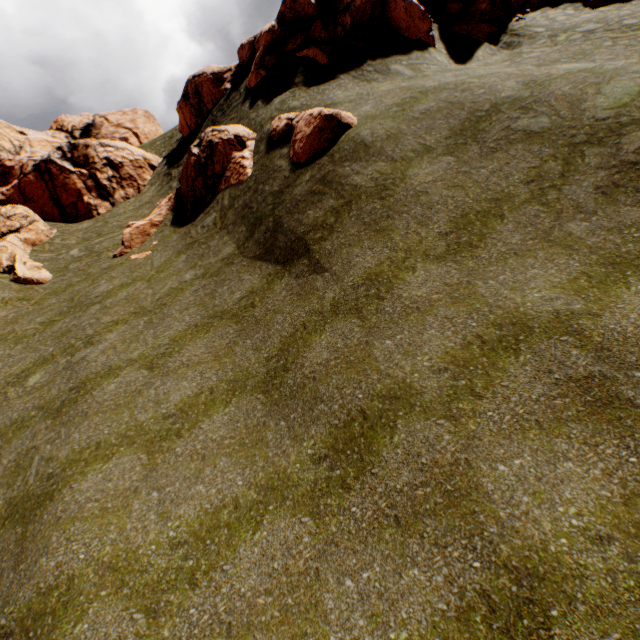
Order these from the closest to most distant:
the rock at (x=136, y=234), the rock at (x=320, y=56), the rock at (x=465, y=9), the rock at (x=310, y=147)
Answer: the rock at (x=310, y=147), the rock at (x=136, y=234), the rock at (x=320, y=56), the rock at (x=465, y=9)

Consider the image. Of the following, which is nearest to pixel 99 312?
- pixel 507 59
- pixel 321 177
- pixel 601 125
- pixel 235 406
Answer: pixel 235 406

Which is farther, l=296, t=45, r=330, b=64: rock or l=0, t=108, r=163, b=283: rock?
l=0, t=108, r=163, b=283: rock

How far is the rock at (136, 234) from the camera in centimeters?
1659cm

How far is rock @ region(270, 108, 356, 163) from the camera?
12.7 meters

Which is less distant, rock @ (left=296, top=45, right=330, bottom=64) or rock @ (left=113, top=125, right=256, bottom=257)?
rock @ (left=113, top=125, right=256, bottom=257)

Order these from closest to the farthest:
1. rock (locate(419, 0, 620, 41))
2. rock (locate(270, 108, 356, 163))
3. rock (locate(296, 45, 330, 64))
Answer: rock (locate(270, 108, 356, 163))
rock (locate(296, 45, 330, 64))
rock (locate(419, 0, 620, 41))
